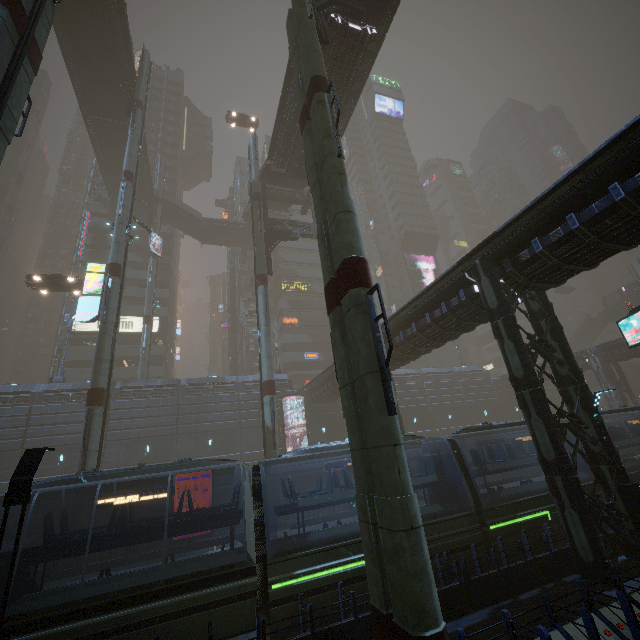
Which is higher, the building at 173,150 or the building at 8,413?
the building at 173,150

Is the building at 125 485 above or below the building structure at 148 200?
below

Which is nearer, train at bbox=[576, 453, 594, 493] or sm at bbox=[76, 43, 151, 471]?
train at bbox=[576, 453, 594, 493]

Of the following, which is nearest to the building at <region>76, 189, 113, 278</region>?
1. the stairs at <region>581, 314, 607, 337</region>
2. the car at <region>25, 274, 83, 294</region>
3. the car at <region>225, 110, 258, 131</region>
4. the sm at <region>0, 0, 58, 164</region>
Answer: the sm at <region>0, 0, 58, 164</region>

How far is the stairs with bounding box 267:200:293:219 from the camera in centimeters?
3982cm

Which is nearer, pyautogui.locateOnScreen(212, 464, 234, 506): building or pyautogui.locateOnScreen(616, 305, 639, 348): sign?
pyautogui.locateOnScreen(616, 305, 639, 348): sign

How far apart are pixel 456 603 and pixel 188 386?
30.2 meters

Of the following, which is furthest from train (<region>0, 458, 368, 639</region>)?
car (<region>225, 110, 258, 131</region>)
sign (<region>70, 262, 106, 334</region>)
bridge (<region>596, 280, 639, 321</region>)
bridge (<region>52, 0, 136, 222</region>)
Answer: car (<region>225, 110, 258, 131</region>)
